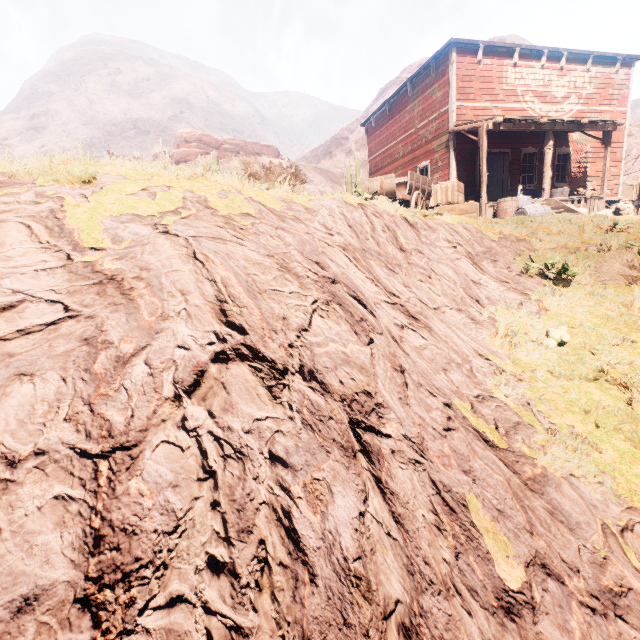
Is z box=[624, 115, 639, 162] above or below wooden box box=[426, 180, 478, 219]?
above

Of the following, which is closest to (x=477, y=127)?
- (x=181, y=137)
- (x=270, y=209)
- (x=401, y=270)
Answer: (x=401, y=270)

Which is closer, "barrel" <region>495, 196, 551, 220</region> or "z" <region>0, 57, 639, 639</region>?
"z" <region>0, 57, 639, 639</region>

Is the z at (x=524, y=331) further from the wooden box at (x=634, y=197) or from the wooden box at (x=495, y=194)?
the wooden box at (x=495, y=194)

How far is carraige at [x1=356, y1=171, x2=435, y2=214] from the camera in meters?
6.5

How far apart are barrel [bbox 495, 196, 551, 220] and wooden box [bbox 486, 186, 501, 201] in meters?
10.4 m

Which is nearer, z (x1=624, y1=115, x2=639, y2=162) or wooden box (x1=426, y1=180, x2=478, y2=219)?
wooden box (x1=426, y1=180, x2=478, y2=219)

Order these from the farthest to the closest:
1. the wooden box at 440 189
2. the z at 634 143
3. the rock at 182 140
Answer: A: the rock at 182 140 → the z at 634 143 → the wooden box at 440 189
